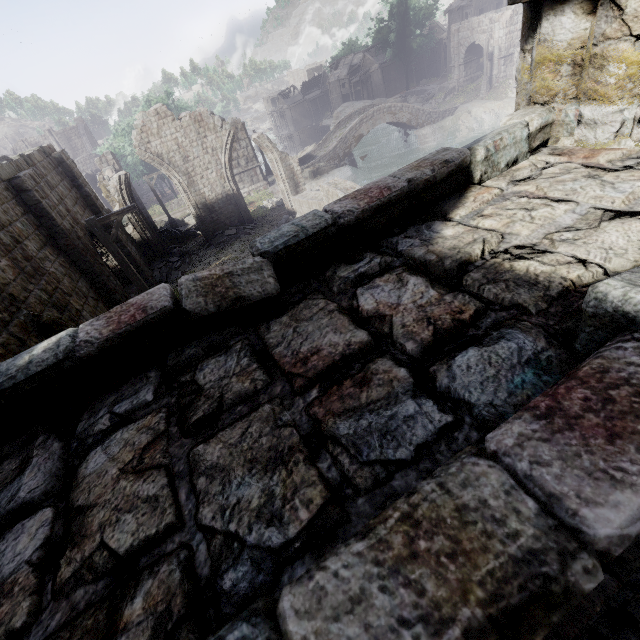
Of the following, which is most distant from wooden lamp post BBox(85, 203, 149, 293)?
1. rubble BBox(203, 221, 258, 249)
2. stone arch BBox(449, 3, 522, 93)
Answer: stone arch BBox(449, 3, 522, 93)

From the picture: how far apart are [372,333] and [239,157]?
32.0 meters

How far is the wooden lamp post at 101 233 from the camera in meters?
10.1

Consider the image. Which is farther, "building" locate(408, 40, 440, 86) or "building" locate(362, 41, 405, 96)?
"building" locate(362, 41, 405, 96)

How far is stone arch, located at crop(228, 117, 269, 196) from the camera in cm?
2793

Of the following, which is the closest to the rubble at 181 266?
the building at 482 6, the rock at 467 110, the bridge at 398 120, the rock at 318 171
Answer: the building at 482 6

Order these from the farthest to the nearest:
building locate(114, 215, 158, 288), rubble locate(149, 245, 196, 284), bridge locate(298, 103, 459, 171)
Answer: bridge locate(298, 103, 459, 171), rubble locate(149, 245, 196, 284), building locate(114, 215, 158, 288)

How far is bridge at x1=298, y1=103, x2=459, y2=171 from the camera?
33.2 meters
